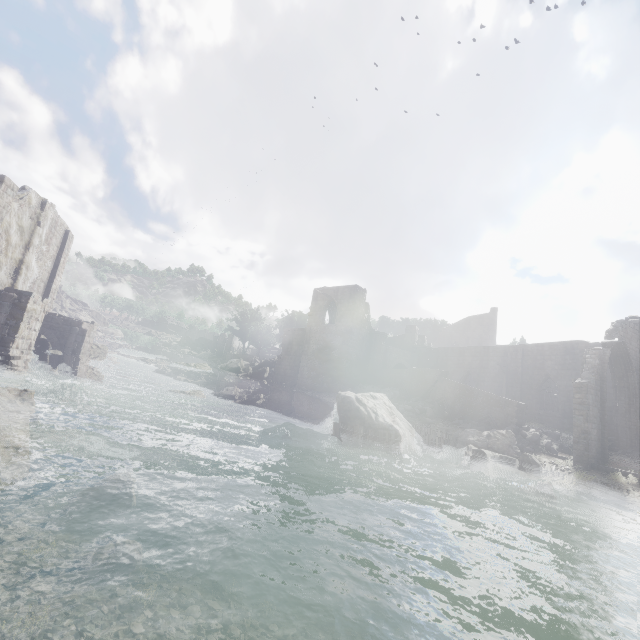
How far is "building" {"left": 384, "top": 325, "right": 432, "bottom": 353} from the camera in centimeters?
3938cm

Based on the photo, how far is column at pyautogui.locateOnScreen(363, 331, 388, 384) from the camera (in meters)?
33.78

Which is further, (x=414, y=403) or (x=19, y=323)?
(x=414, y=403)

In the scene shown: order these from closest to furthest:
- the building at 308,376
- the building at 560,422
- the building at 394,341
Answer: the building at 560,422
the building at 308,376
the building at 394,341

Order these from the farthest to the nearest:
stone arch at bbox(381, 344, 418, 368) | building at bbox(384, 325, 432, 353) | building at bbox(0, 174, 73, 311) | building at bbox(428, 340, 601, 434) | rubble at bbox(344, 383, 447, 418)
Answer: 1. building at bbox(384, 325, 432, 353)
2. stone arch at bbox(381, 344, 418, 368)
3. building at bbox(428, 340, 601, 434)
4. rubble at bbox(344, 383, 447, 418)
5. building at bbox(0, 174, 73, 311)

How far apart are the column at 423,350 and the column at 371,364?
4.7 meters

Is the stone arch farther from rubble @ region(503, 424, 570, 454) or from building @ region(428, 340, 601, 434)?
rubble @ region(503, 424, 570, 454)

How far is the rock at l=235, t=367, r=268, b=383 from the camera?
37.81m
